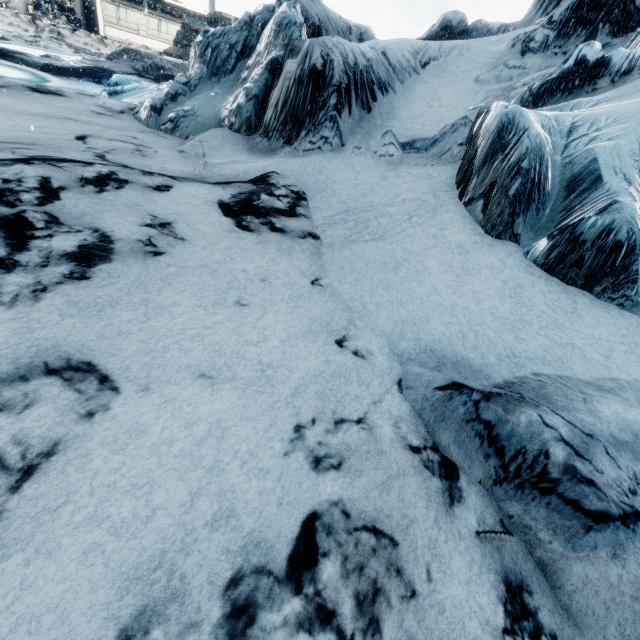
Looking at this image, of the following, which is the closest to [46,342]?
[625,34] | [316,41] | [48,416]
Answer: [48,416]
